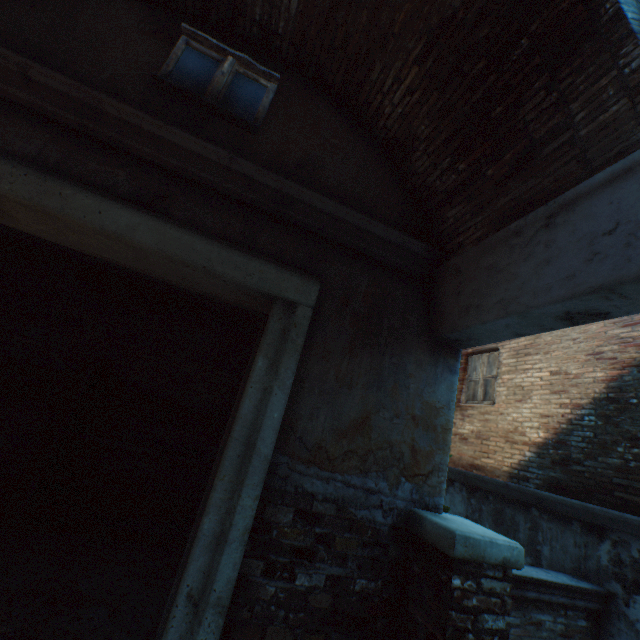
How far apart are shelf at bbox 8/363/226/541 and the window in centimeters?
331cm

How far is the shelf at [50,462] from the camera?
3.7 meters

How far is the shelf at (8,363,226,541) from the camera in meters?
3.7 m

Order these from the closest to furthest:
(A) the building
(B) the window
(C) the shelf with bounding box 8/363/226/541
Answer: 1. (A) the building
2. (B) the window
3. (C) the shelf with bounding box 8/363/226/541

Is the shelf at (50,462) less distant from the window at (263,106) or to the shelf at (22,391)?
the shelf at (22,391)

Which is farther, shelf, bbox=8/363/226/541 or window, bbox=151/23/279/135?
shelf, bbox=8/363/226/541

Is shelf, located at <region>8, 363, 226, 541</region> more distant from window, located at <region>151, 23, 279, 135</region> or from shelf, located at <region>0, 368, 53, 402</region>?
window, located at <region>151, 23, 279, 135</region>

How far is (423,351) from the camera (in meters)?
3.26
